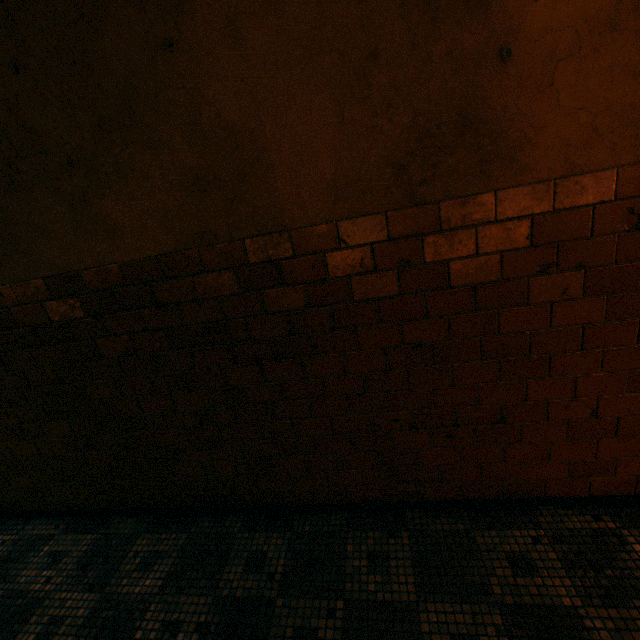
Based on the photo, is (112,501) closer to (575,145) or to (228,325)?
(228,325)
